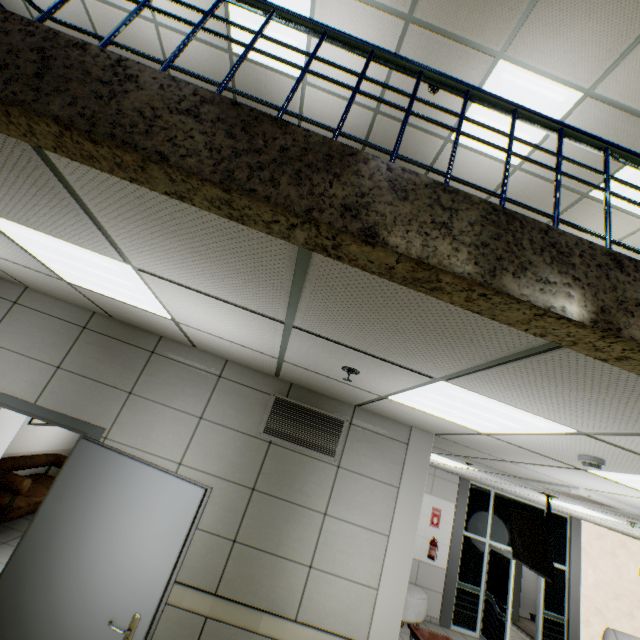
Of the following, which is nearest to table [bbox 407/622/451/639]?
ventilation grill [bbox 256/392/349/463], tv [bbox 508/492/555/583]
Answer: tv [bbox 508/492/555/583]

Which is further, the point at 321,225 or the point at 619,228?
the point at 619,228

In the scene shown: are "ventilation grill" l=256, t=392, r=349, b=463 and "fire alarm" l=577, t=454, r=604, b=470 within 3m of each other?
yes

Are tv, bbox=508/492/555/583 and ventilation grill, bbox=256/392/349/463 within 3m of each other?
no

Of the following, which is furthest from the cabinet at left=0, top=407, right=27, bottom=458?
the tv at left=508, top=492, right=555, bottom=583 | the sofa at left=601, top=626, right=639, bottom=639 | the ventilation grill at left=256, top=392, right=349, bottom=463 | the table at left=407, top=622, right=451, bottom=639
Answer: the sofa at left=601, top=626, right=639, bottom=639

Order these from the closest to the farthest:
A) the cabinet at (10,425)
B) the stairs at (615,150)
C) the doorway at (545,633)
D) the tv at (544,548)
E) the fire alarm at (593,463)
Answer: the stairs at (615,150) < the fire alarm at (593,463) < the cabinet at (10,425) < the tv at (544,548) < the doorway at (545,633)

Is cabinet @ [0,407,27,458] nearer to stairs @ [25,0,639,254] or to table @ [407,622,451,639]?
stairs @ [25,0,639,254]

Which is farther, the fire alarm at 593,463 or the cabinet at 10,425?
the cabinet at 10,425
